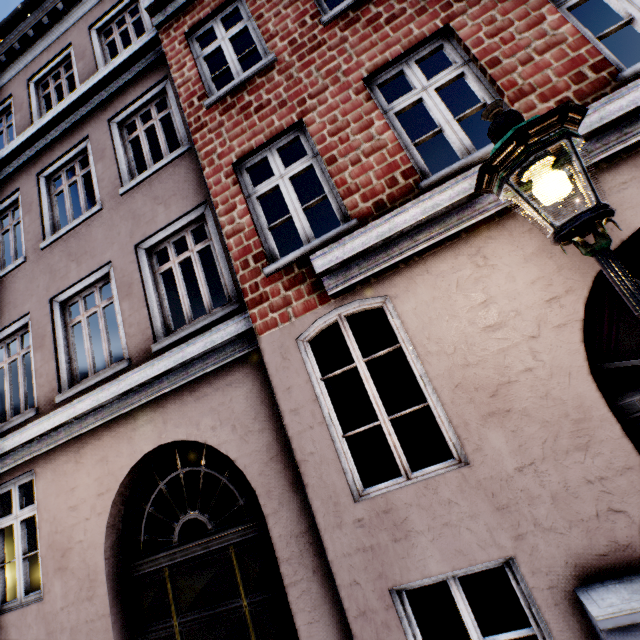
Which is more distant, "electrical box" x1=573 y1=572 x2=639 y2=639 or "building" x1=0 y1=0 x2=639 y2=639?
"building" x1=0 y1=0 x2=639 y2=639

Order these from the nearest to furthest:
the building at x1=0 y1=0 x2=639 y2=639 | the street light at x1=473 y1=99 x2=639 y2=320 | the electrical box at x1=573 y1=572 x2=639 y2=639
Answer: the street light at x1=473 y1=99 x2=639 y2=320
the electrical box at x1=573 y1=572 x2=639 y2=639
the building at x1=0 y1=0 x2=639 y2=639

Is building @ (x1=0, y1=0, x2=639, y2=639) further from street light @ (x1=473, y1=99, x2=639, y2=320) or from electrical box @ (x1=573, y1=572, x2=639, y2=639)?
street light @ (x1=473, y1=99, x2=639, y2=320)

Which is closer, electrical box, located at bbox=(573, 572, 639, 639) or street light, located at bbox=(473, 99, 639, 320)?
street light, located at bbox=(473, 99, 639, 320)

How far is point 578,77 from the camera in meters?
3.2 m

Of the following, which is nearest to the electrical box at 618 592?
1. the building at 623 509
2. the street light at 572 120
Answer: the building at 623 509
